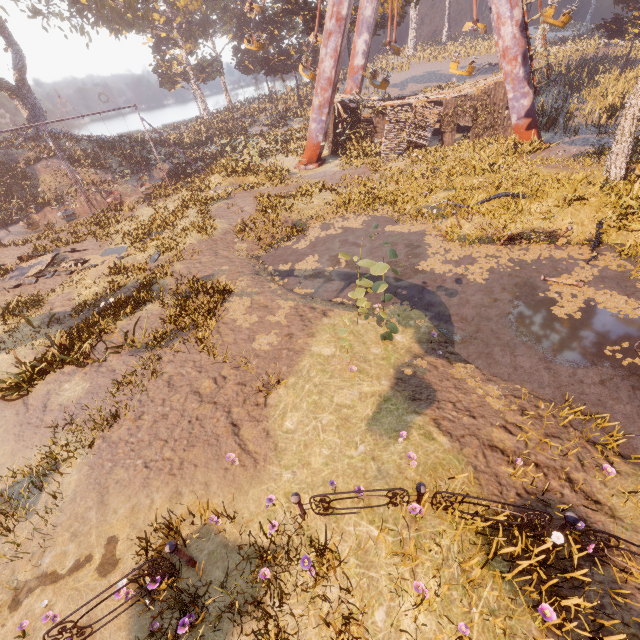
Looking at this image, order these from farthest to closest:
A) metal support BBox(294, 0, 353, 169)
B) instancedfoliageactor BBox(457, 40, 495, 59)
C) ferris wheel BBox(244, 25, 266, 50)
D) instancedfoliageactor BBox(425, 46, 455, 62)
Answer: instancedfoliageactor BBox(425, 46, 455, 62)
instancedfoliageactor BBox(457, 40, 495, 59)
ferris wheel BBox(244, 25, 266, 50)
metal support BBox(294, 0, 353, 169)

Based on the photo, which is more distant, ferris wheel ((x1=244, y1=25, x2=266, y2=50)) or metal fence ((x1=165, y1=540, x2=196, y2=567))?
ferris wheel ((x1=244, y1=25, x2=266, y2=50))

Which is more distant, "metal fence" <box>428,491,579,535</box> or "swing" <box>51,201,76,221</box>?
"swing" <box>51,201,76,221</box>

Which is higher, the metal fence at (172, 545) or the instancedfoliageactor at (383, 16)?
the instancedfoliageactor at (383, 16)

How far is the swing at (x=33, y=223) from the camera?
23.1m

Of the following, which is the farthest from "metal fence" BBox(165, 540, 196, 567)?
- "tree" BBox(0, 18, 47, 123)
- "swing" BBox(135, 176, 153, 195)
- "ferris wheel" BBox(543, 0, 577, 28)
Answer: "tree" BBox(0, 18, 47, 123)

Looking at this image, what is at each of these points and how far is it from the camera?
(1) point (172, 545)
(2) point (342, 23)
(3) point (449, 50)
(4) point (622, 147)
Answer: (1) metal fence, 4.84m
(2) metal support, 20.08m
(3) instancedfoliageactor, 58.81m
(4) tree, 12.30m

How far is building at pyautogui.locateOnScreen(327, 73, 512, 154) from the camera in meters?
21.6
